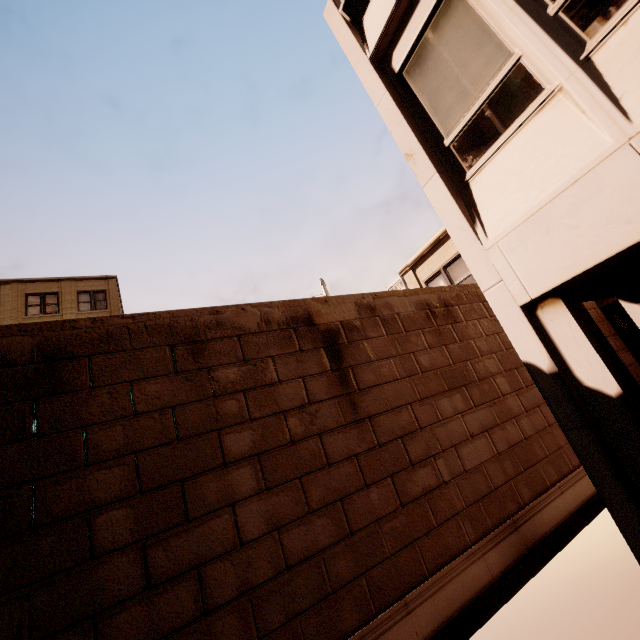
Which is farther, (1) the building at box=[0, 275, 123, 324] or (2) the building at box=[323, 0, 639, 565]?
(1) the building at box=[0, 275, 123, 324]

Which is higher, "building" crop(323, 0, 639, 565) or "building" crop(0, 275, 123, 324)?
"building" crop(0, 275, 123, 324)

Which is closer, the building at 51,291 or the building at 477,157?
the building at 477,157

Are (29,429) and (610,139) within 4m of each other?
no

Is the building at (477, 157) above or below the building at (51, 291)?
below
